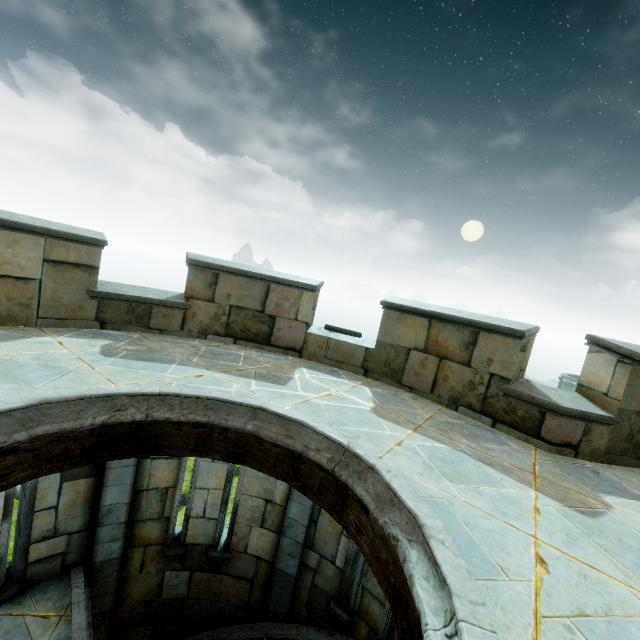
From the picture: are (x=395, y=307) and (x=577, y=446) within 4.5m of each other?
yes
